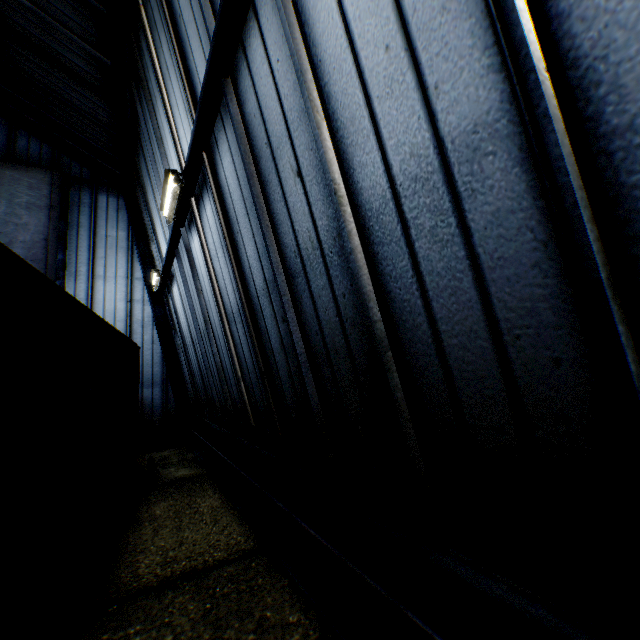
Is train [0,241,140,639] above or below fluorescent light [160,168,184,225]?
below

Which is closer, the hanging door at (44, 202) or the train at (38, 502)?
the train at (38, 502)

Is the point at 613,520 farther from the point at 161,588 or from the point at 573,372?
the point at 161,588

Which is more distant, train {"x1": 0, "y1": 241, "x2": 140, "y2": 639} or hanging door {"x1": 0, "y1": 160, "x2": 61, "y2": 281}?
hanging door {"x1": 0, "y1": 160, "x2": 61, "y2": 281}

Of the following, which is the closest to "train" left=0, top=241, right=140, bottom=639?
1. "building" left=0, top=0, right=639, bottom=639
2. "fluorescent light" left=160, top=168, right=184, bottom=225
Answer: "building" left=0, top=0, right=639, bottom=639

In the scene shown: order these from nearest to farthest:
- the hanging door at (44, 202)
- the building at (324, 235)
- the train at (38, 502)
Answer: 1. the building at (324, 235)
2. the train at (38, 502)
3. the hanging door at (44, 202)

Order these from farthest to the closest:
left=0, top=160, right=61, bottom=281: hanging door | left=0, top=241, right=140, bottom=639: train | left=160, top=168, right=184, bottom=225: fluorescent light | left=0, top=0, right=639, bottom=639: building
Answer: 1. left=0, top=160, right=61, bottom=281: hanging door
2. left=160, top=168, right=184, bottom=225: fluorescent light
3. left=0, top=241, right=140, bottom=639: train
4. left=0, top=0, right=639, bottom=639: building

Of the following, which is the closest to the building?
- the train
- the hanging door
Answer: the hanging door
